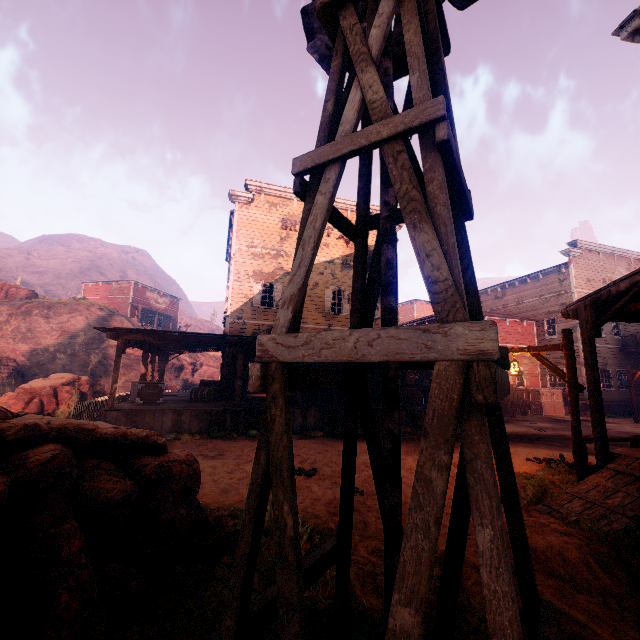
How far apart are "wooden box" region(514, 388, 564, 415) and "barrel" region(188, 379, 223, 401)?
20.8m

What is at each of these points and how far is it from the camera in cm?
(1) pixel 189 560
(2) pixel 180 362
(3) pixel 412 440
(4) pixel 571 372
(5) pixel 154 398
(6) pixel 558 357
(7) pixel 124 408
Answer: (1) z, 365
(2) z, 3028
(3) z, 1177
(4) light pole, 695
(5) wooden box, 1327
(6) building, 2423
(7) building, 1119

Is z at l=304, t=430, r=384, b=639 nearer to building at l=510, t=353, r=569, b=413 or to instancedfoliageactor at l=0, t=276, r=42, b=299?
building at l=510, t=353, r=569, b=413

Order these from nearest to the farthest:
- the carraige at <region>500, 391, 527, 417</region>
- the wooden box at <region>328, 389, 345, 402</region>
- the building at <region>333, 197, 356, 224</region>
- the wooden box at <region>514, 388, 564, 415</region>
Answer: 1. the wooden box at <region>328, 389, 345, 402</region>
2. the building at <region>333, 197, 356, 224</region>
3. the carraige at <region>500, 391, 527, 417</region>
4. the wooden box at <region>514, 388, 564, 415</region>

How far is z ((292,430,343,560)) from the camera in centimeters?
447cm

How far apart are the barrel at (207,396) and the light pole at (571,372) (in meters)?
12.07

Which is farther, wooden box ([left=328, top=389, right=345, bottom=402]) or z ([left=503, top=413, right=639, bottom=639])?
wooden box ([left=328, top=389, right=345, bottom=402])

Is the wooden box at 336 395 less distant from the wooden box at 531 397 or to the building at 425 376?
the building at 425 376
